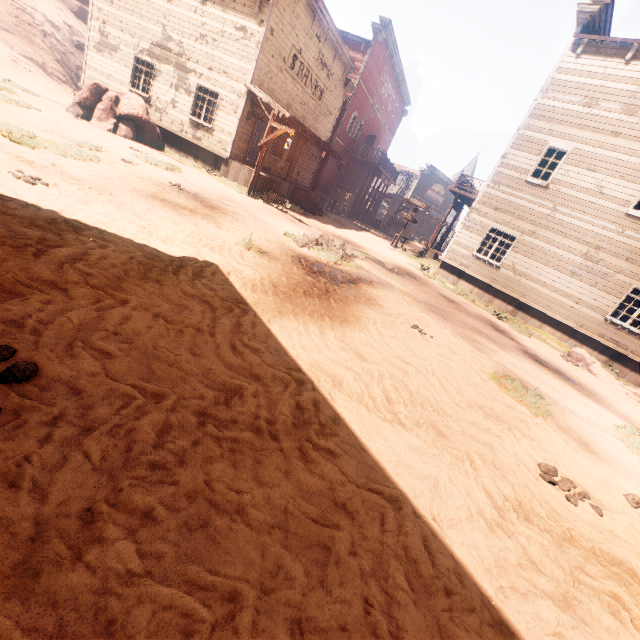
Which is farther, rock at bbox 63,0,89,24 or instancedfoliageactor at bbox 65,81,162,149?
rock at bbox 63,0,89,24

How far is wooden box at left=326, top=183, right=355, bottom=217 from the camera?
26.0 meters

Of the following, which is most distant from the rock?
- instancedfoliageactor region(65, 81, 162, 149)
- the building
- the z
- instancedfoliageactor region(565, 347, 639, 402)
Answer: instancedfoliageactor region(565, 347, 639, 402)

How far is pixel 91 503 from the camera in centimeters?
164cm

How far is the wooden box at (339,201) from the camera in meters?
26.0 m

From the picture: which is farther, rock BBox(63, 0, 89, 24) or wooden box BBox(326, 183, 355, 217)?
rock BBox(63, 0, 89, 24)

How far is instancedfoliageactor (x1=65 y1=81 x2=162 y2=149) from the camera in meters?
13.2

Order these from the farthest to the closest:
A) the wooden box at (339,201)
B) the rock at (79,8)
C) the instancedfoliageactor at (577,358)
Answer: the rock at (79,8), the wooden box at (339,201), the instancedfoliageactor at (577,358)
